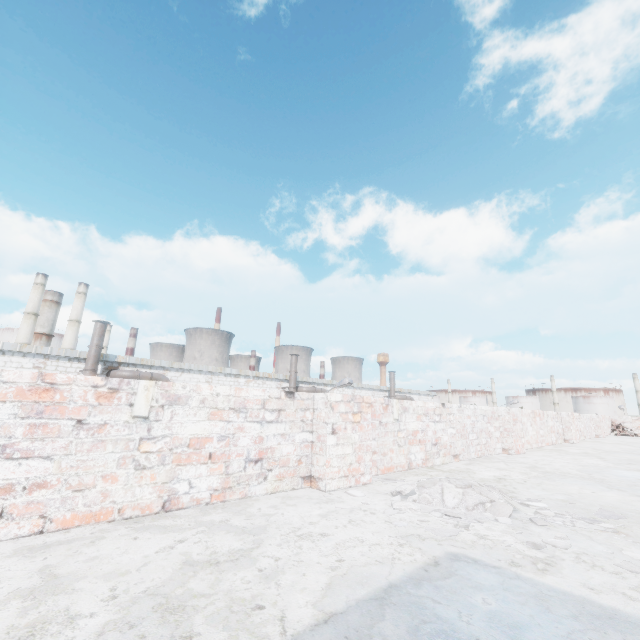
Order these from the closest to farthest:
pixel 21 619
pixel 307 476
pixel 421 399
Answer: pixel 21 619, pixel 307 476, pixel 421 399

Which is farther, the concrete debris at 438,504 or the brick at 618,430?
the brick at 618,430

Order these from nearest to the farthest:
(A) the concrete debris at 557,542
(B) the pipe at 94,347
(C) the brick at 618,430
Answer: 1. (A) the concrete debris at 557,542
2. (C) the brick at 618,430
3. (B) the pipe at 94,347

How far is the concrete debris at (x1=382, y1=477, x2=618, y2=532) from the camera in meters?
2.1 m

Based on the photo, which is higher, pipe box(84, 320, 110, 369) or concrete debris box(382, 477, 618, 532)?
pipe box(84, 320, 110, 369)

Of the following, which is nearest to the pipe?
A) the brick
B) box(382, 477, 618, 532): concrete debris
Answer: box(382, 477, 618, 532): concrete debris

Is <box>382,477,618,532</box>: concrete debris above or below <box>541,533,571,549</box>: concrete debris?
above

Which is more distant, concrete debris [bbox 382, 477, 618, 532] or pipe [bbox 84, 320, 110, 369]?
pipe [bbox 84, 320, 110, 369]
